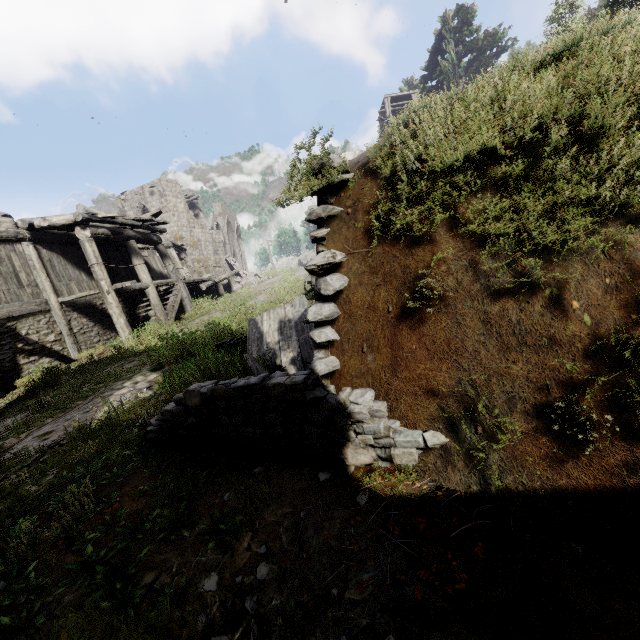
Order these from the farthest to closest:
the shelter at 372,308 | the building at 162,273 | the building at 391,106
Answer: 1. the building at 391,106
2. the building at 162,273
3. the shelter at 372,308

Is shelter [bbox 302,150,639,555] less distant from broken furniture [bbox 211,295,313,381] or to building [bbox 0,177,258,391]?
broken furniture [bbox 211,295,313,381]

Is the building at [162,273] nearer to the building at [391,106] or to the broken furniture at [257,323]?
the broken furniture at [257,323]

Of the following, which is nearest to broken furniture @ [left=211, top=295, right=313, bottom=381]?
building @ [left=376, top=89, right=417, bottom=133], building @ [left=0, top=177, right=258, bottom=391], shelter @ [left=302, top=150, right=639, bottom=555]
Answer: shelter @ [left=302, top=150, right=639, bottom=555]

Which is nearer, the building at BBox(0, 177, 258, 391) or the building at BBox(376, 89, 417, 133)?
the building at BBox(0, 177, 258, 391)

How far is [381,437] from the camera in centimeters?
296cm

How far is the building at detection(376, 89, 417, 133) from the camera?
29.1m
